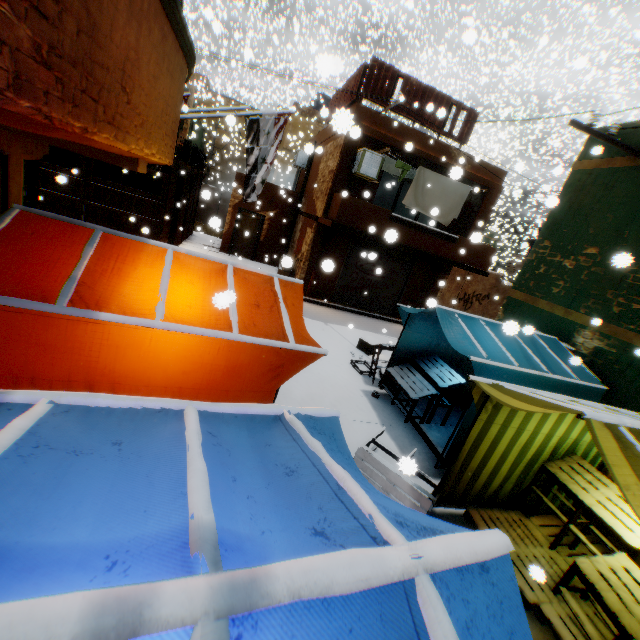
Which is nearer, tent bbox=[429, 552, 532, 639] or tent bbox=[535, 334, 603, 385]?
tent bbox=[429, 552, 532, 639]

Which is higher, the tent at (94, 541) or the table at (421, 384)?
the tent at (94, 541)

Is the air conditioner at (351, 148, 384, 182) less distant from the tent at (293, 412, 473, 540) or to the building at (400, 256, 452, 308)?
the building at (400, 256, 452, 308)

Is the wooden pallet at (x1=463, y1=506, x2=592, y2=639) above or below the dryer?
below

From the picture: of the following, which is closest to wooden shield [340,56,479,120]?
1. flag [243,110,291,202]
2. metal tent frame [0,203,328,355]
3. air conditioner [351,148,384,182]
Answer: air conditioner [351,148,384,182]

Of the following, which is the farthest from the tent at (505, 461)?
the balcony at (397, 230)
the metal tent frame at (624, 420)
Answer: the balcony at (397, 230)

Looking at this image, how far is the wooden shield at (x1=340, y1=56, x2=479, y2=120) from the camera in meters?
10.7

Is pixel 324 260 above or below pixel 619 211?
below
